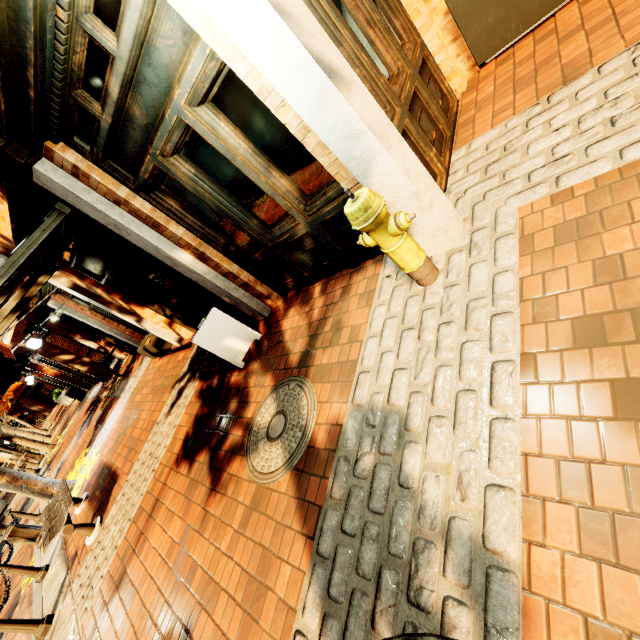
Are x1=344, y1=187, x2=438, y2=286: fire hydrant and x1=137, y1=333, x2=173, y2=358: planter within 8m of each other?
Answer: yes

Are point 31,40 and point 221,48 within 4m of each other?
yes

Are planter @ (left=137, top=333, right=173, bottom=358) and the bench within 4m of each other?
yes

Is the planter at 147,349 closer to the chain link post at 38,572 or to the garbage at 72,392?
the chain link post at 38,572

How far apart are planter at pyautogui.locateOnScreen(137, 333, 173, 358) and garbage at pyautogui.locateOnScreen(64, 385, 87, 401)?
11.93m

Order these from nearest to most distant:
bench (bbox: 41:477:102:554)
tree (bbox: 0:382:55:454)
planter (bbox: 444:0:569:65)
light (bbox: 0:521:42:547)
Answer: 1. planter (bbox: 444:0:569:65)
2. bench (bbox: 41:477:102:554)
3. light (bbox: 0:521:42:547)
4. tree (bbox: 0:382:55:454)

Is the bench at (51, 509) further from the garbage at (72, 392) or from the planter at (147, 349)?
the garbage at (72, 392)

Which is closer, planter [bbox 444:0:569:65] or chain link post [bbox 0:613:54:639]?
planter [bbox 444:0:569:65]
